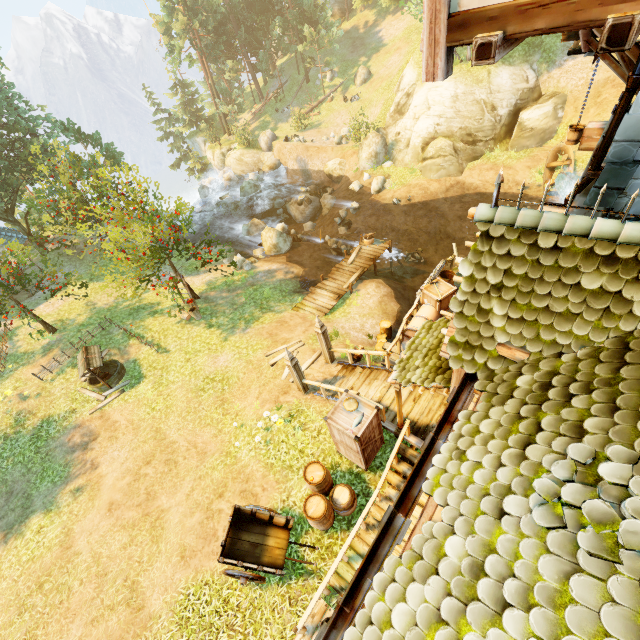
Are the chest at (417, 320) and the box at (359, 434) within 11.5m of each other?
yes

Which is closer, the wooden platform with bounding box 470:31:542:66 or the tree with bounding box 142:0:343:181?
the wooden platform with bounding box 470:31:542:66

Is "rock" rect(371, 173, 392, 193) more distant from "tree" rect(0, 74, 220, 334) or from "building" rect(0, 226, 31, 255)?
"building" rect(0, 226, 31, 255)

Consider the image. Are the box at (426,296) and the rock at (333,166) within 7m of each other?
no

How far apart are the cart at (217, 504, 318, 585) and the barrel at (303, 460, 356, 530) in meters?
0.3

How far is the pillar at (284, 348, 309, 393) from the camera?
10.4m

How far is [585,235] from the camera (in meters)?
3.69

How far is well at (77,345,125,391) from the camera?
14.12m
